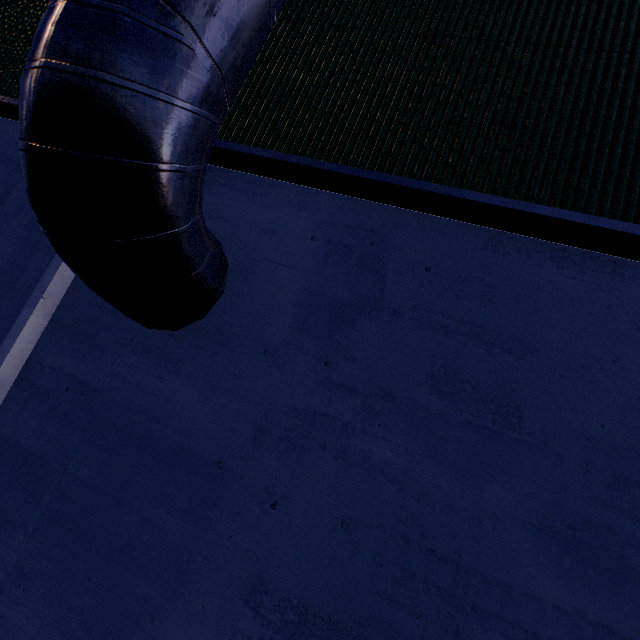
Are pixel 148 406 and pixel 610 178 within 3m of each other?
no
